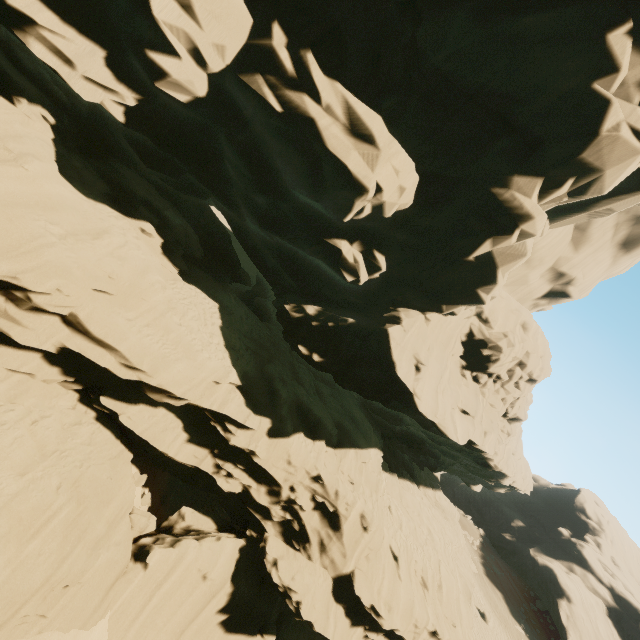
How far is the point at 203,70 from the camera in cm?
1048

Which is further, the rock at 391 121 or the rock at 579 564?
the rock at 579 564

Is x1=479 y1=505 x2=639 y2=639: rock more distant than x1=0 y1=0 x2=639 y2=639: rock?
Yes
